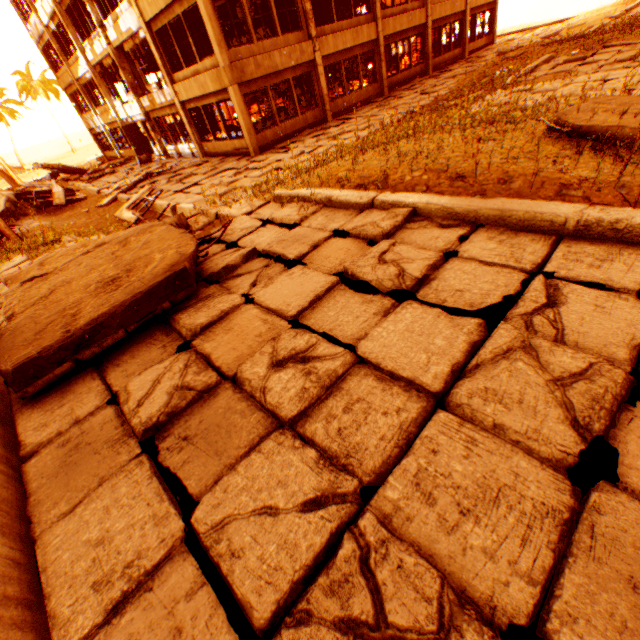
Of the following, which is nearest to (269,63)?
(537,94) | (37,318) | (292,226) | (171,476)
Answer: (537,94)

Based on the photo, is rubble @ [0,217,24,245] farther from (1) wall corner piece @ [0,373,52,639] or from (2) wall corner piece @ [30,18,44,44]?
(1) wall corner piece @ [0,373,52,639]

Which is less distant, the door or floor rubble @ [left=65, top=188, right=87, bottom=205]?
floor rubble @ [left=65, top=188, right=87, bottom=205]

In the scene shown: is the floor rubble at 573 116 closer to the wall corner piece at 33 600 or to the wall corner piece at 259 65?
the wall corner piece at 33 600

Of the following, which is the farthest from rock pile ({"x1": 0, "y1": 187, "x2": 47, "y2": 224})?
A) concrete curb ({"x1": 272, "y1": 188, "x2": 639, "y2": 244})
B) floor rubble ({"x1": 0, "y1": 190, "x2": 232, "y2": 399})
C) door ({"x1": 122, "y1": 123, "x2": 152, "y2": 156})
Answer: concrete curb ({"x1": 272, "y1": 188, "x2": 639, "y2": 244})

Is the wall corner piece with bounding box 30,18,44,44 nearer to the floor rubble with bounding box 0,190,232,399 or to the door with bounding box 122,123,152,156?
the door with bounding box 122,123,152,156

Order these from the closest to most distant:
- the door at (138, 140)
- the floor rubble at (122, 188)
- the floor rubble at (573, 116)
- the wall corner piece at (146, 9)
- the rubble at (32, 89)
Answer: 1. the floor rubble at (573, 116)
2. the wall corner piece at (146, 9)
3. the floor rubble at (122, 188)
4. the door at (138, 140)
5. the rubble at (32, 89)

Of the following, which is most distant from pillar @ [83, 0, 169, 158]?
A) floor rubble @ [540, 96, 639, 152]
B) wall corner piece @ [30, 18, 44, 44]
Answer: floor rubble @ [540, 96, 639, 152]
